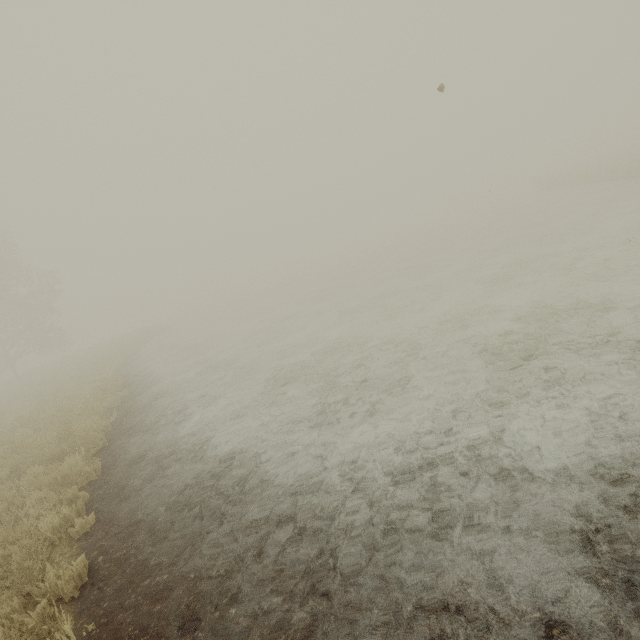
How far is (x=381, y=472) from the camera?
4.1m
